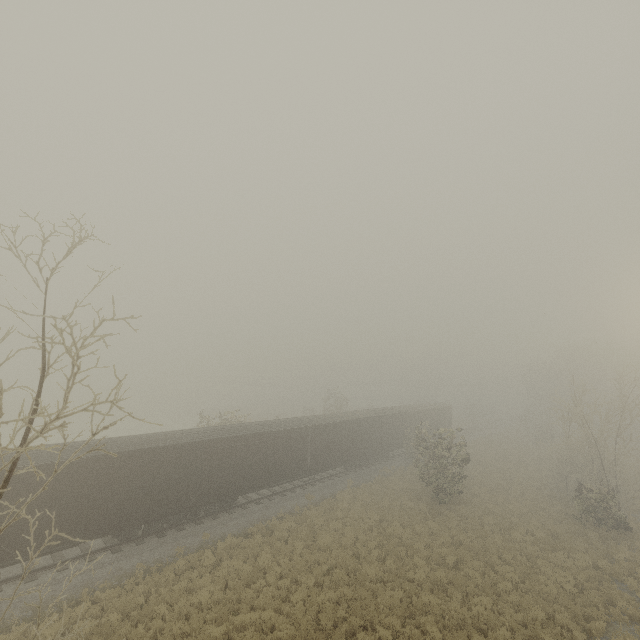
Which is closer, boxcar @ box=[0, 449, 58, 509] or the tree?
boxcar @ box=[0, 449, 58, 509]

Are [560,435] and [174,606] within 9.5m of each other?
no

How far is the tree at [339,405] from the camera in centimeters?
4552cm

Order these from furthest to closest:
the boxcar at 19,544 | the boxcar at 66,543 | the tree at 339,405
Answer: the tree at 339,405 < the boxcar at 66,543 < the boxcar at 19,544

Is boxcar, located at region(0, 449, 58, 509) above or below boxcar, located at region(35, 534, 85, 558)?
above

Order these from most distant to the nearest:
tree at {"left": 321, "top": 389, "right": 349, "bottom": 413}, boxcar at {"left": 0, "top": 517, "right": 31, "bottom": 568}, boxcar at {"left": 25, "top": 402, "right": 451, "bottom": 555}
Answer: tree at {"left": 321, "top": 389, "right": 349, "bottom": 413}, boxcar at {"left": 25, "top": 402, "right": 451, "bottom": 555}, boxcar at {"left": 0, "top": 517, "right": 31, "bottom": 568}

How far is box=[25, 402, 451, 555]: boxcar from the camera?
14.0m
